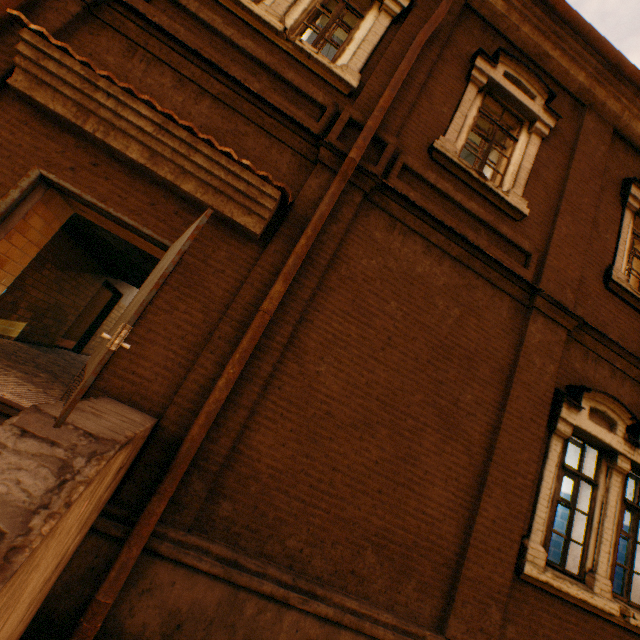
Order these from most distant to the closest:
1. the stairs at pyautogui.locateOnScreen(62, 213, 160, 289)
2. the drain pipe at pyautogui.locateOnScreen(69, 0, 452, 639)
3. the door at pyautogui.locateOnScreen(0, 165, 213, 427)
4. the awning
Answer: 1. the stairs at pyautogui.locateOnScreen(62, 213, 160, 289)
2. the awning
3. the drain pipe at pyautogui.locateOnScreen(69, 0, 452, 639)
4. the door at pyautogui.locateOnScreen(0, 165, 213, 427)

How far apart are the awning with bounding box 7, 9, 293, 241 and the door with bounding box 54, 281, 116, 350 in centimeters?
633cm

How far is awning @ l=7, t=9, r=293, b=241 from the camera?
3.3 meters

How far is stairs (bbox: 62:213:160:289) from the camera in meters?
5.4

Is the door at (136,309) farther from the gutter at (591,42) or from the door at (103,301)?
the gutter at (591,42)

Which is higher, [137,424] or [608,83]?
[608,83]

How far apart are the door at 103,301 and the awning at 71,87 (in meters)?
6.33

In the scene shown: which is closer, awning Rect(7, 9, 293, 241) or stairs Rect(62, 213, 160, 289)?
awning Rect(7, 9, 293, 241)
